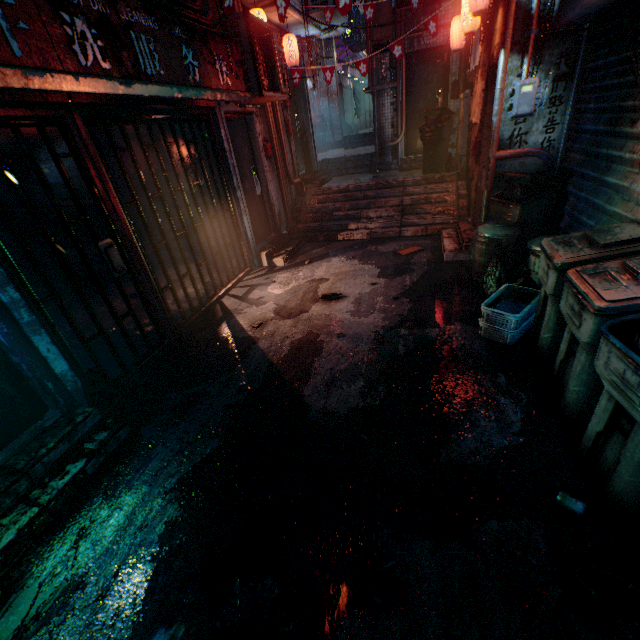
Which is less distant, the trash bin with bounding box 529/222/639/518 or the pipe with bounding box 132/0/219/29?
the trash bin with bounding box 529/222/639/518

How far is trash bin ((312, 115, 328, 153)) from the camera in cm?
1136

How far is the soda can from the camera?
1.68m

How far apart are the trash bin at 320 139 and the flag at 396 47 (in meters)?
6.12

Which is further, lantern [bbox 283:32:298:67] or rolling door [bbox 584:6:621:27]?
lantern [bbox 283:32:298:67]

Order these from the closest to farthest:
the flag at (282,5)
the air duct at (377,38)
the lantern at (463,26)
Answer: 1. the flag at (282,5)
2. the lantern at (463,26)
3. the air duct at (377,38)

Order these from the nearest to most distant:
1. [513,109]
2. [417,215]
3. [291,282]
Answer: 1. [513,109]
2. [291,282]
3. [417,215]

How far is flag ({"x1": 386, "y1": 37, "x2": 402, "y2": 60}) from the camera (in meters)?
5.32
